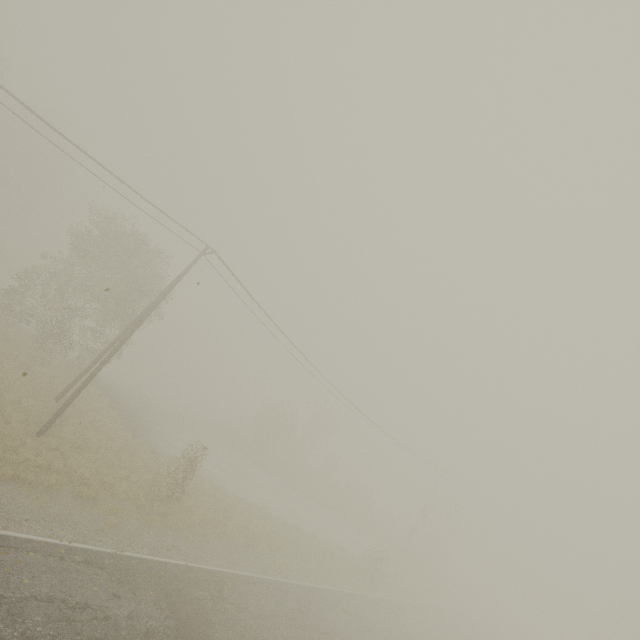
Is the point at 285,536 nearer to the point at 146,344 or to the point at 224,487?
the point at 224,487
